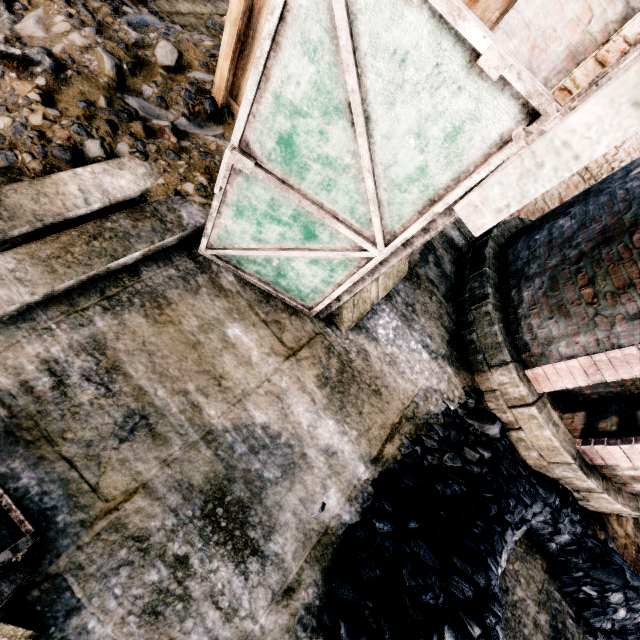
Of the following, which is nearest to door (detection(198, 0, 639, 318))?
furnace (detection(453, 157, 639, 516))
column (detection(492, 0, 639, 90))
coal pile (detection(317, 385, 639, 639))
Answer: column (detection(492, 0, 639, 90))

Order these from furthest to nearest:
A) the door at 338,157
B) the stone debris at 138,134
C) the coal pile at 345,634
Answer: the stone debris at 138,134 → the coal pile at 345,634 → the door at 338,157

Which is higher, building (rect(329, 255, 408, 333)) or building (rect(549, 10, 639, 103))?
building (rect(549, 10, 639, 103))

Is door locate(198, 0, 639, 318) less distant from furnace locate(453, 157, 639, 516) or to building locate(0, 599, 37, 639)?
building locate(0, 599, 37, 639)

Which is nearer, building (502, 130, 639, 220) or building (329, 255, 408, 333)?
building (329, 255, 408, 333)

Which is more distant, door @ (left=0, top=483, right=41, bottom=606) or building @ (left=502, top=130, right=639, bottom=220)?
building @ (left=502, top=130, right=639, bottom=220)

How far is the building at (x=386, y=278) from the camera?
5.0 meters

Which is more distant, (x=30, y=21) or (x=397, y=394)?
(x=397, y=394)
